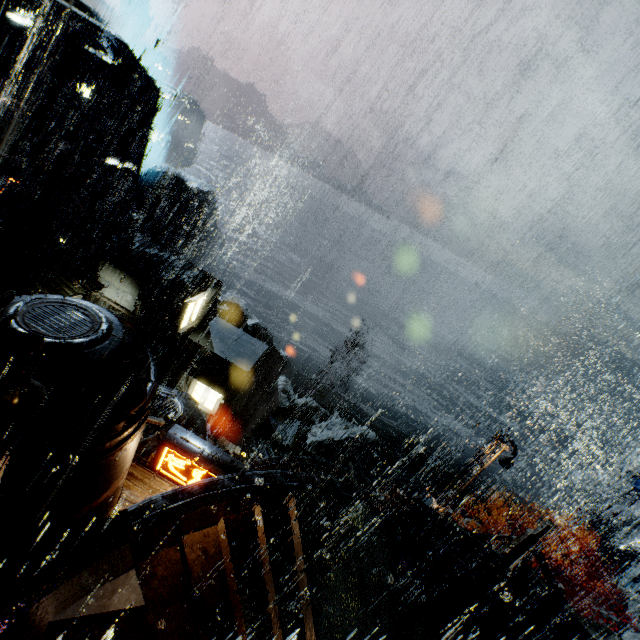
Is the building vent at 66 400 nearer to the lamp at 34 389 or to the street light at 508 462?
the lamp at 34 389

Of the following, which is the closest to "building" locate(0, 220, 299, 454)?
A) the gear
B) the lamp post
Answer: the lamp post

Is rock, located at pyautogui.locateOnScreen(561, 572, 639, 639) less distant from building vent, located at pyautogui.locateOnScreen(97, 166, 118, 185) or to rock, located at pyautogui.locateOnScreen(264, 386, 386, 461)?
rock, located at pyautogui.locateOnScreen(264, 386, 386, 461)

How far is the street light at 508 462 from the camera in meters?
17.0

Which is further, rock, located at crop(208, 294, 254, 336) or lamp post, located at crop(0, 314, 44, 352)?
rock, located at crop(208, 294, 254, 336)

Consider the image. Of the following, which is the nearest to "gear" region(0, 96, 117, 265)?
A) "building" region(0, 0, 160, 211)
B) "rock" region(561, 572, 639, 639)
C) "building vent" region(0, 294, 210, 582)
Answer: "building" region(0, 0, 160, 211)

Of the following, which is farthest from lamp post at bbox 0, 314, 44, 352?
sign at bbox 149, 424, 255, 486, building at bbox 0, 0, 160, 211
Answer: sign at bbox 149, 424, 255, 486

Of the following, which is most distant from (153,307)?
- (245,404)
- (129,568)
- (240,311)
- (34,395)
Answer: (34,395)
